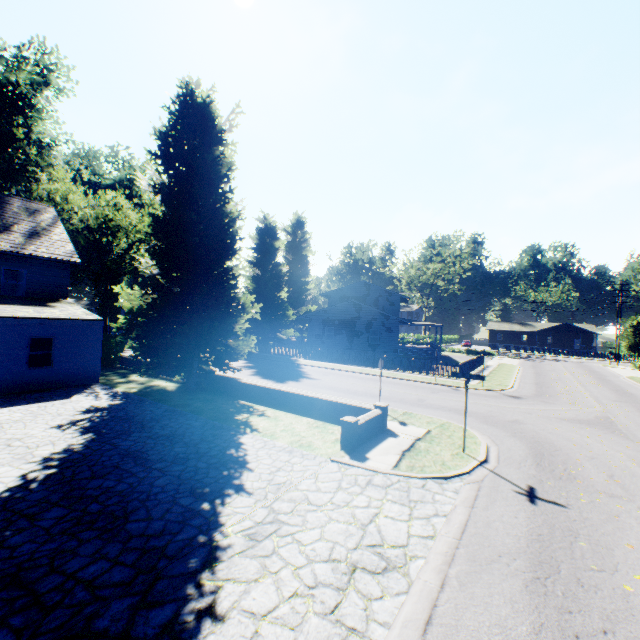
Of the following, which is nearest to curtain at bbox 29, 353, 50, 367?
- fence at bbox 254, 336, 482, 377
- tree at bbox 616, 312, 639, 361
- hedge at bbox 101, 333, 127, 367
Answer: hedge at bbox 101, 333, 127, 367

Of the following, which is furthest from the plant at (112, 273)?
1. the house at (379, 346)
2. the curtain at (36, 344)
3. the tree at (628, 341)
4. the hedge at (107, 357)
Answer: the tree at (628, 341)

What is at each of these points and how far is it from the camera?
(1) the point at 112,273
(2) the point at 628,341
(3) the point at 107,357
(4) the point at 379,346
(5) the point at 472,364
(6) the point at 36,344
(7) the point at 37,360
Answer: (1) plant, 29.1 meters
(2) tree, 42.8 meters
(3) hedge, 22.2 meters
(4) house, 35.0 meters
(5) fence, 30.5 meters
(6) curtain, 15.4 meters
(7) curtain, 15.5 meters

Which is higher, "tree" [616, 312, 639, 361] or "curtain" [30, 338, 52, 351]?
"tree" [616, 312, 639, 361]

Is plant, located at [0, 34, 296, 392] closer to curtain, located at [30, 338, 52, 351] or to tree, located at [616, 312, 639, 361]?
curtain, located at [30, 338, 52, 351]

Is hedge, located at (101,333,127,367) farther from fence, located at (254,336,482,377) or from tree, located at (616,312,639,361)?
tree, located at (616,312,639,361)

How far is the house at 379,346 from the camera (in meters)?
34.91

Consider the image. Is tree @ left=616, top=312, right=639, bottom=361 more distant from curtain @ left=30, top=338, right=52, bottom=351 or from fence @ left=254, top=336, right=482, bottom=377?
curtain @ left=30, top=338, right=52, bottom=351
